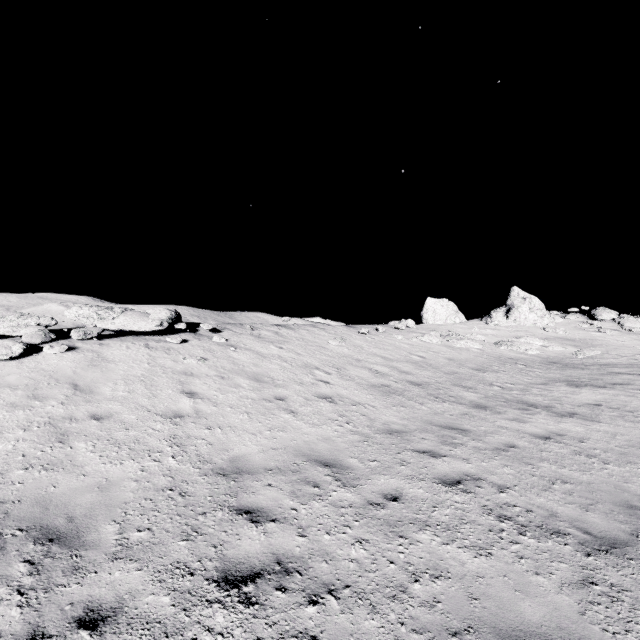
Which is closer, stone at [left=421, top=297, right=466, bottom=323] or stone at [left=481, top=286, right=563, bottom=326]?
stone at [left=481, top=286, right=563, bottom=326]

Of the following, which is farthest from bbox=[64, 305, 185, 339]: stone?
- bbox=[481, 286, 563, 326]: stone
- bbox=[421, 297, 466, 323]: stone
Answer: bbox=[421, 297, 466, 323]: stone

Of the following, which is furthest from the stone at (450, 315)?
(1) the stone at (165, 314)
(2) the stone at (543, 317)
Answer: (1) the stone at (165, 314)

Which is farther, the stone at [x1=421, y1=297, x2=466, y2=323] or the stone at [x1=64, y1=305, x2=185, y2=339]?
the stone at [x1=421, y1=297, x2=466, y2=323]

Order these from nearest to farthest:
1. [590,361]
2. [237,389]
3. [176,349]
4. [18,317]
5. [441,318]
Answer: [237,389]
[18,317]
[176,349]
[590,361]
[441,318]

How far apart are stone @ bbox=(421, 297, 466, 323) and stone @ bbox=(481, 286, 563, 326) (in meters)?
2.65

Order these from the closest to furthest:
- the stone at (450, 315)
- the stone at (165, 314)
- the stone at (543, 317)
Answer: the stone at (165, 314) → the stone at (543, 317) → the stone at (450, 315)
